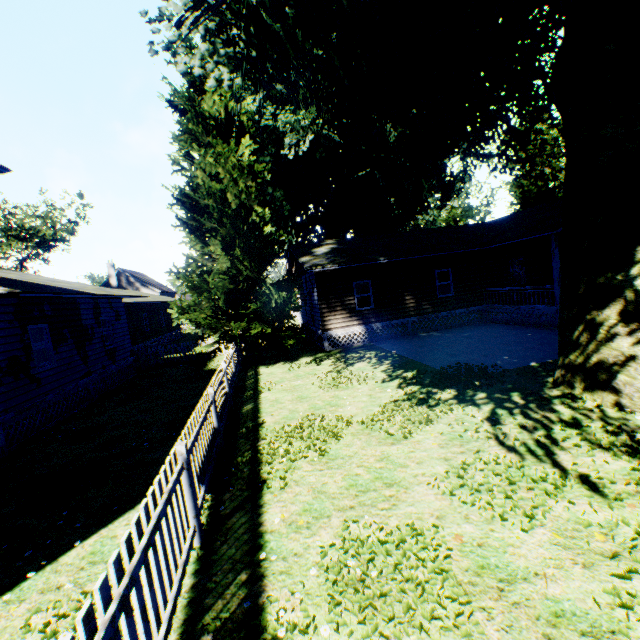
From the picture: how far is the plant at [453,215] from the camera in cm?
5772

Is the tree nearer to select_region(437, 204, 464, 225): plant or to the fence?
the fence

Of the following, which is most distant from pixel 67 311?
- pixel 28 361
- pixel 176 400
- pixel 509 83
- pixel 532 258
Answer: pixel 532 258

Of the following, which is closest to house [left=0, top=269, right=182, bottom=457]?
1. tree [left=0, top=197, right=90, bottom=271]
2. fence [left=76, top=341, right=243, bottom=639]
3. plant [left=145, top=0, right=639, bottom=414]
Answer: fence [left=76, top=341, right=243, bottom=639]

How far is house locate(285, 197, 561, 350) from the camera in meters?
16.6

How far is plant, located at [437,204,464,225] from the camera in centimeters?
5772cm

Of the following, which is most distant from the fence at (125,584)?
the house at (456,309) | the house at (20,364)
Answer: the house at (20,364)

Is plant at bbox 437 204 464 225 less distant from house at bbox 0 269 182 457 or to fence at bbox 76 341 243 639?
fence at bbox 76 341 243 639
